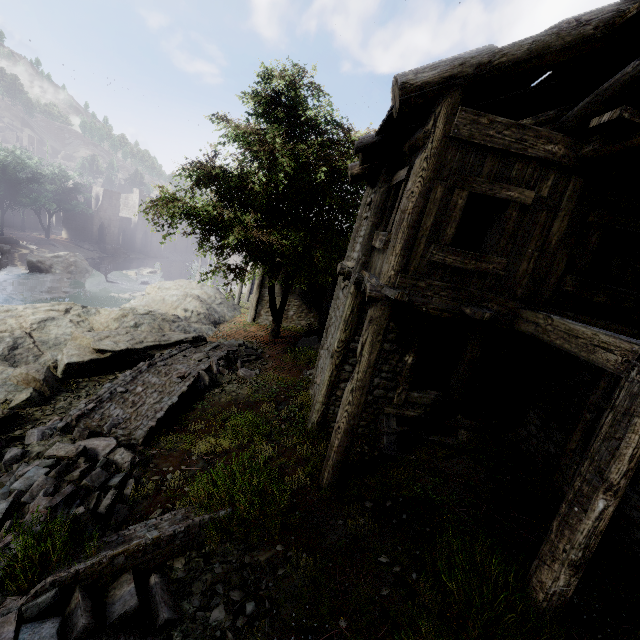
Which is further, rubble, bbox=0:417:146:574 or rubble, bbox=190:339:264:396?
rubble, bbox=190:339:264:396

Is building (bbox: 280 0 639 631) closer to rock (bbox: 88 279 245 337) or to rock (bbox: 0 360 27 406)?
rock (bbox: 88 279 245 337)

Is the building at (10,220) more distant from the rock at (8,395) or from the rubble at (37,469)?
the rubble at (37,469)

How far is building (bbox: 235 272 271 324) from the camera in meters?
23.8 m

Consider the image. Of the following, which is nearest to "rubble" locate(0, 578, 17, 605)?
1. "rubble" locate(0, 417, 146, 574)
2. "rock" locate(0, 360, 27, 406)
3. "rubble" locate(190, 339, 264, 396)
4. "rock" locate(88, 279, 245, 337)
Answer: "rubble" locate(0, 417, 146, 574)

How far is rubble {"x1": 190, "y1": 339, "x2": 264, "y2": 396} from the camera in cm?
1125

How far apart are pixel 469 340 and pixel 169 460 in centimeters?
781cm

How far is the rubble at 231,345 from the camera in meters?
11.2 m
